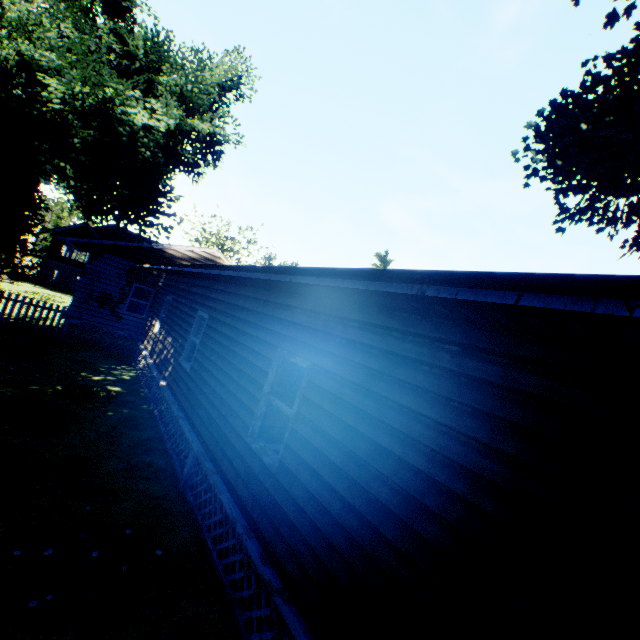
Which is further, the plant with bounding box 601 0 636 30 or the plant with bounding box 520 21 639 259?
the plant with bounding box 520 21 639 259

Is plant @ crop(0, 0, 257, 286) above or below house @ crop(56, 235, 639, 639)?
above

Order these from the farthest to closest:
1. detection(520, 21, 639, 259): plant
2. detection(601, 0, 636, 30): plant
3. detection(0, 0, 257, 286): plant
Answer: detection(520, 21, 639, 259): plant < detection(601, 0, 636, 30): plant < detection(0, 0, 257, 286): plant

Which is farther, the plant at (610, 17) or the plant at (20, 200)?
the plant at (610, 17)

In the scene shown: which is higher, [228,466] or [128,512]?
[228,466]

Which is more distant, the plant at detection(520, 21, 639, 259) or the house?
the plant at detection(520, 21, 639, 259)

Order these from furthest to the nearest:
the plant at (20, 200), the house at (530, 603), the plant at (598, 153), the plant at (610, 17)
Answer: the plant at (598, 153), the plant at (610, 17), the plant at (20, 200), the house at (530, 603)
